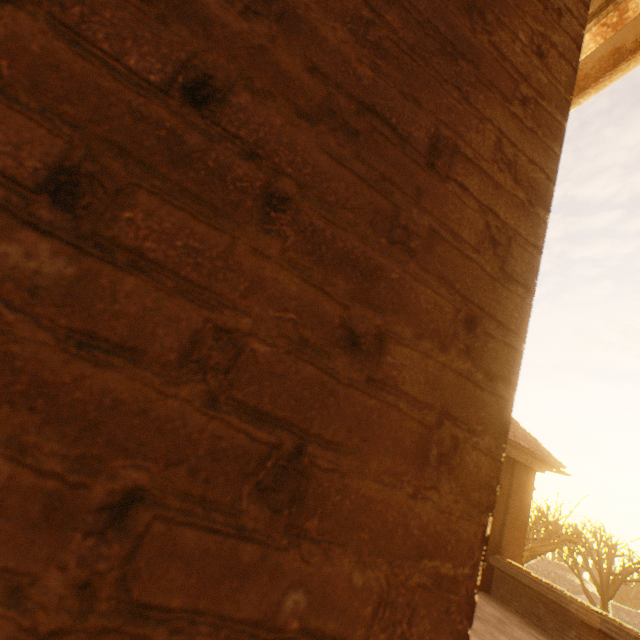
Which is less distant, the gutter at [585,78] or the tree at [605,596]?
the gutter at [585,78]

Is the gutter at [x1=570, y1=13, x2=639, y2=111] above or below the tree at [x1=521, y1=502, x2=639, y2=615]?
above

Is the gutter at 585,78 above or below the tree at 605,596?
above

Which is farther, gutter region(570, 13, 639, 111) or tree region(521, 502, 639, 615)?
tree region(521, 502, 639, 615)

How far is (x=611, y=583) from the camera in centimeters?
2478cm
